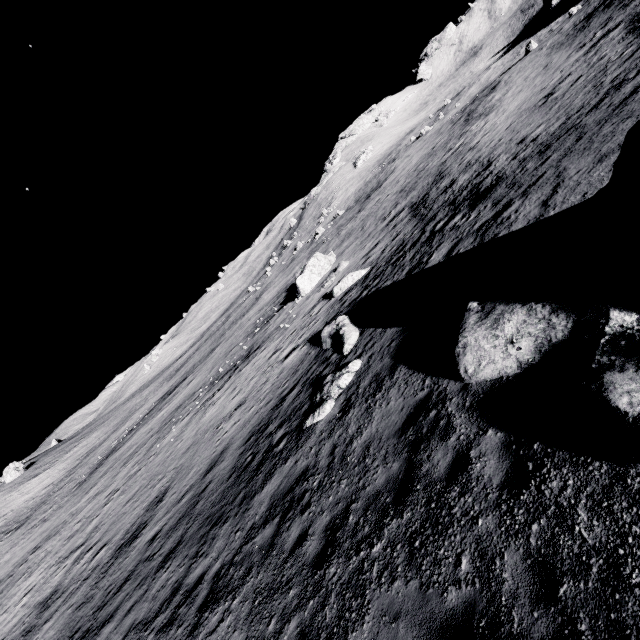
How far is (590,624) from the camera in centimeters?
305cm

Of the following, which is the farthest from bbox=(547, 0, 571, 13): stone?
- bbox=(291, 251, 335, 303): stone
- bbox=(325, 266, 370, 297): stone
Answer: bbox=(325, 266, 370, 297): stone

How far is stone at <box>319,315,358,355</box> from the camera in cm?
1383

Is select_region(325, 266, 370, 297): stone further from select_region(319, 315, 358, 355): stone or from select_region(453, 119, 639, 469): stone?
select_region(453, 119, 639, 469): stone

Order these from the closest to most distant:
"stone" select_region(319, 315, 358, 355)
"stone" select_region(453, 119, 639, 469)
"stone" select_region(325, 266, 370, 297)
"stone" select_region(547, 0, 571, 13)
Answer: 1. "stone" select_region(453, 119, 639, 469)
2. "stone" select_region(319, 315, 358, 355)
3. "stone" select_region(325, 266, 370, 297)
4. "stone" select_region(547, 0, 571, 13)

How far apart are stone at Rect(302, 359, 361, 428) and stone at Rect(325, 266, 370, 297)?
10.7m

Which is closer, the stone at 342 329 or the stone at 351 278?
the stone at 342 329

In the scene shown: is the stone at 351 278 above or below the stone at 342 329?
below
